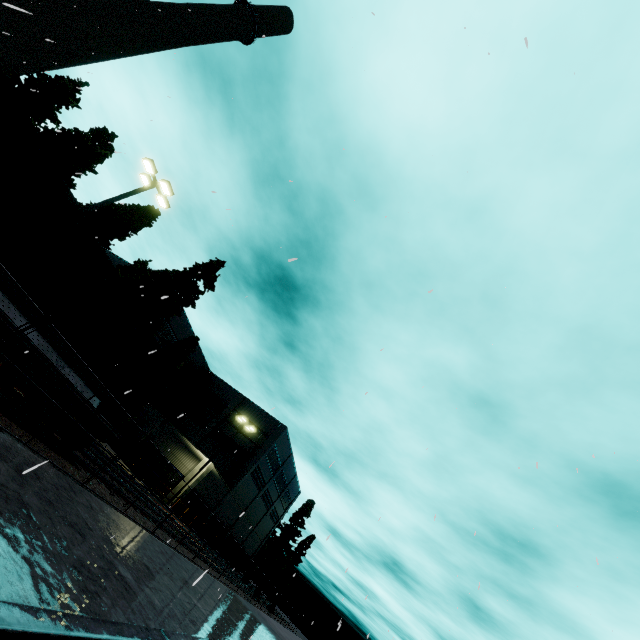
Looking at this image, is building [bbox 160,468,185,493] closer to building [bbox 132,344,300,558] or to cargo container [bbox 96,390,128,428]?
cargo container [bbox 96,390,128,428]

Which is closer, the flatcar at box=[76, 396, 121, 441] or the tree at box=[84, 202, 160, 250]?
the flatcar at box=[76, 396, 121, 441]

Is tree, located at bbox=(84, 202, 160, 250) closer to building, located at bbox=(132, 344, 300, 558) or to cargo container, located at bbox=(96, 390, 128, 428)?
cargo container, located at bbox=(96, 390, 128, 428)

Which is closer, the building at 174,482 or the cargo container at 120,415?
the cargo container at 120,415

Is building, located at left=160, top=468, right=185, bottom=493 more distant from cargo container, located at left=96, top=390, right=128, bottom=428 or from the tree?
cargo container, located at left=96, top=390, right=128, bottom=428

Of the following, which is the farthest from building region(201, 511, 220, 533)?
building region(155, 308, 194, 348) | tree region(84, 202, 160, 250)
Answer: tree region(84, 202, 160, 250)

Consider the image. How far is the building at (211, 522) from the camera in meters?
35.4 m

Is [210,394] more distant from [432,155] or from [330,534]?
[432,155]
